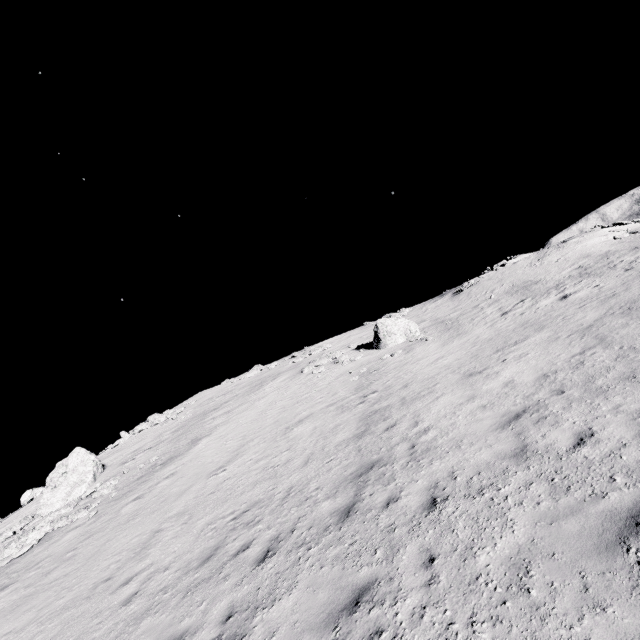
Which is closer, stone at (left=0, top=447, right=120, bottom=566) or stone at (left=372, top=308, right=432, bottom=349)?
stone at (left=0, top=447, right=120, bottom=566)

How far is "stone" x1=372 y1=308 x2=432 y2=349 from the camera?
23.3m

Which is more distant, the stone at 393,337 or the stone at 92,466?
the stone at 393,337

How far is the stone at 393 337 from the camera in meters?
23.3 m

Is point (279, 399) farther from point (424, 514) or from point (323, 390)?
point (424, 514)
